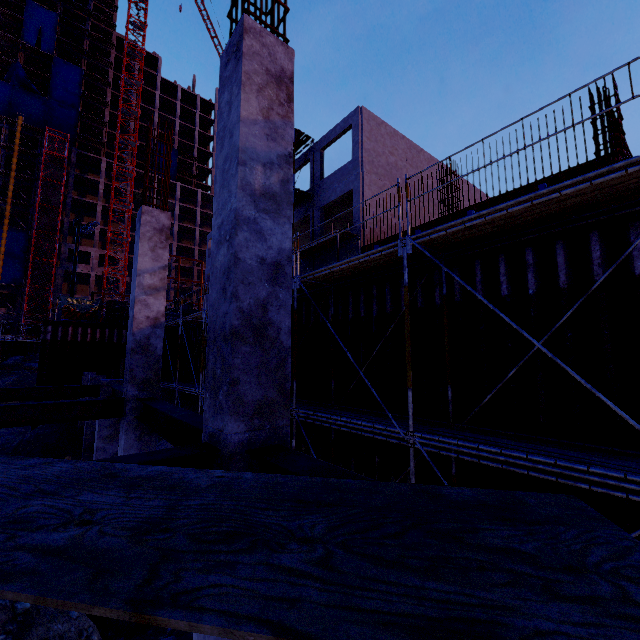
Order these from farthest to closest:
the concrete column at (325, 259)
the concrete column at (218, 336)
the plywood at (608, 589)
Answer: the concrete column at (325, 259) → the concrete column at (218, 336) → the plywood at (608, 589)

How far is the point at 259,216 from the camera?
3.0m

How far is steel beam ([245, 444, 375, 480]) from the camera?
2.1 meters

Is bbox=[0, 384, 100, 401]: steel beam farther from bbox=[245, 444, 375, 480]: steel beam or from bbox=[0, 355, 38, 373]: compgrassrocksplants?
bbox=[0, 355, 38, 373]: compgrassrocksplants

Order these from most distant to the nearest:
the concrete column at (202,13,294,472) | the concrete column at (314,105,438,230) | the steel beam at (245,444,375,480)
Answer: the concrete column at (314,105,438,230) < the concrete column at (202,13,294,472) < the steel beam at (245,444,375,480)

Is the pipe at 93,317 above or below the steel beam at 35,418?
above

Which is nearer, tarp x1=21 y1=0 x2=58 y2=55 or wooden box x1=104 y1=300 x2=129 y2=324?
wooden box x1=104 y1=300 x2=129 y2=324

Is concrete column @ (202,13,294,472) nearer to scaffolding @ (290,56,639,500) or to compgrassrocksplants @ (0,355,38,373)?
scaffolding @ (290,56,639,500)
